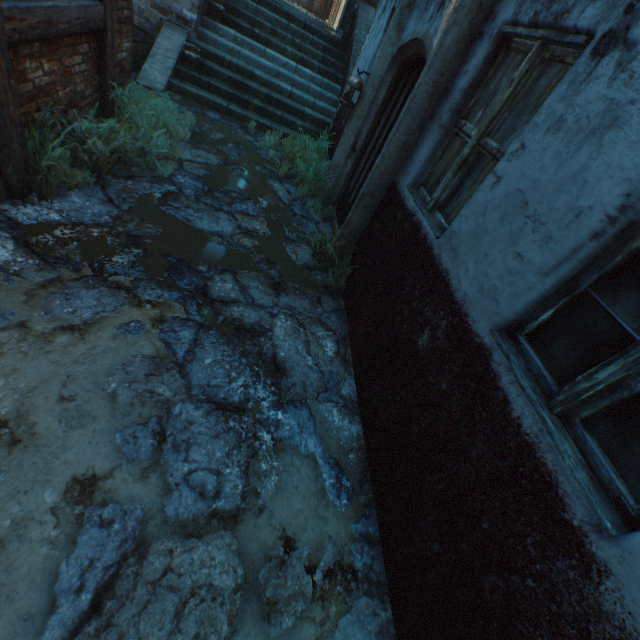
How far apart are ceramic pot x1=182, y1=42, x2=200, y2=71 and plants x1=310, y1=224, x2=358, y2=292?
5.5m

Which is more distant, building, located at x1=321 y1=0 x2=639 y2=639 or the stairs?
the stairs

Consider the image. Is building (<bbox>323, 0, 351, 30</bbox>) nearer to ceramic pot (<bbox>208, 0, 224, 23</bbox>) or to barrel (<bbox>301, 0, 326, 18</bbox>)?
barrel (<bbox>301, 0, 326, 18</bbox>)

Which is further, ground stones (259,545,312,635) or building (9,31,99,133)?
building (9,31,99,133)

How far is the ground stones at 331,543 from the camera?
1.97m

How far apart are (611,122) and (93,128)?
4.56m

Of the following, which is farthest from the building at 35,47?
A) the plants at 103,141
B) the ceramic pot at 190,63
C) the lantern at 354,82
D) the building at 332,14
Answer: the lantern at 354,82

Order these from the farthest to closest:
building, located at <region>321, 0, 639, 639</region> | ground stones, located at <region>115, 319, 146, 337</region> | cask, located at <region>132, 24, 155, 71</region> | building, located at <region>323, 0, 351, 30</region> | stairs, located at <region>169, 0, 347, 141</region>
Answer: building, located at <region>323, 0, 351, 30</region>, stairs, located at <region>169, 0, 347, 141</region>, cask, located at <region>132, 24, 155, 71</region>, ground stones, located at <region>115, 319, 146, 337</region>, building, located at <region>321, 0, 639, 639</region>
